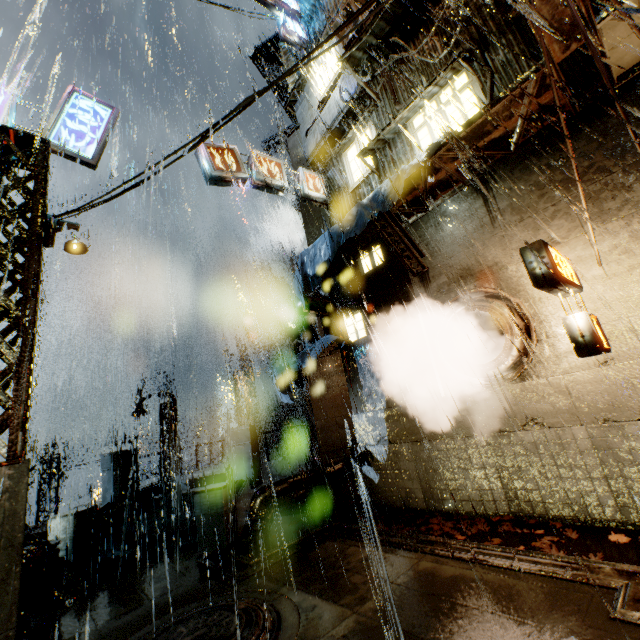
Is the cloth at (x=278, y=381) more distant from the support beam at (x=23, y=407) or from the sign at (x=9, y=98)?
the sign at (x=9, y=98)

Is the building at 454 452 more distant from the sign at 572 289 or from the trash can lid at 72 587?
the trash can lid at 72 587

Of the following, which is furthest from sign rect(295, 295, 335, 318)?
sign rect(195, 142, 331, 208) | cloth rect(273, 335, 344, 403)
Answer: sign rect(195, 142, 331, 208)

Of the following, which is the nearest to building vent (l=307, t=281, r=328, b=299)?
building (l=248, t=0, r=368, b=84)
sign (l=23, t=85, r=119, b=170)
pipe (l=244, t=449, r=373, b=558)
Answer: building (l=248, t=0, r=368, b=84)

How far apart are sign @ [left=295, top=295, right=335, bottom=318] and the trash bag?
8.9 meters

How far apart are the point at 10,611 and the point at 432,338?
10.2m

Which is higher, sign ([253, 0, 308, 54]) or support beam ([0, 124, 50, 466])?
sign ([253, 0, 308, 54])

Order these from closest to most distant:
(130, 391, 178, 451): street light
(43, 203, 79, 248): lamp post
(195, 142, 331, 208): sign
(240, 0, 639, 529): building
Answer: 1. (240, 0, 639, 529): building
2. (43, 203, 79, 248): lamp post
3. (195, 142, 331, 208): sign
4. (130, 391, 178, 451): street light
